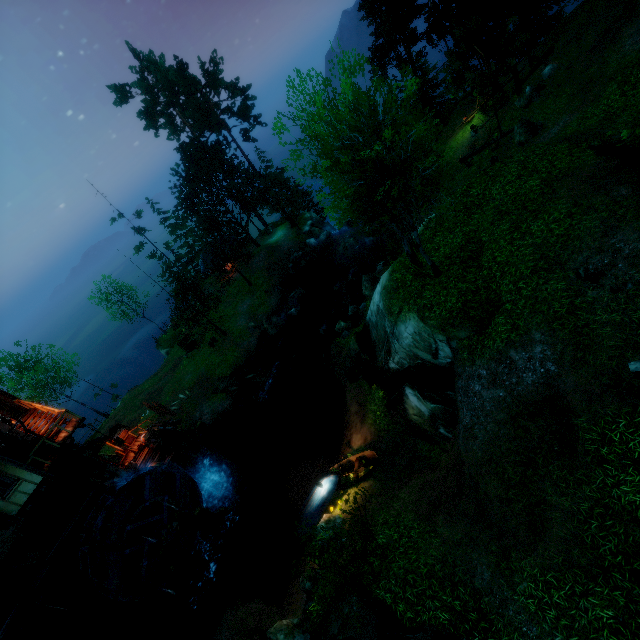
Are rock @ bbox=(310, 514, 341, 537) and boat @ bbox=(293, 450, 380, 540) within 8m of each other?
yes

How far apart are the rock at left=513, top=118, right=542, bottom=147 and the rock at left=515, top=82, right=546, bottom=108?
3.3m

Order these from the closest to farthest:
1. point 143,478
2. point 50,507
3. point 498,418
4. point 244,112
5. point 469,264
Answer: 1. point 498,418
2. point 469,264
3. point 50,507
4. point 143,478
5. point 244,112

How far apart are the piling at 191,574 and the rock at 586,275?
22.18m

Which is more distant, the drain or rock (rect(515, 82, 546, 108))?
rock (rect(515, 82, 546, 108))

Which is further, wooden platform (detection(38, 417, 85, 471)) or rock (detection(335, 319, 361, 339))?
rock (detection(335, 319, 361, 339))

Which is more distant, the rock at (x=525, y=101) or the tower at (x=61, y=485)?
the rock at (x=525, y=101)

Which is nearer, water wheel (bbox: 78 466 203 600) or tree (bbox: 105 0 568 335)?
tree (bbox: 105 0 568 335)
